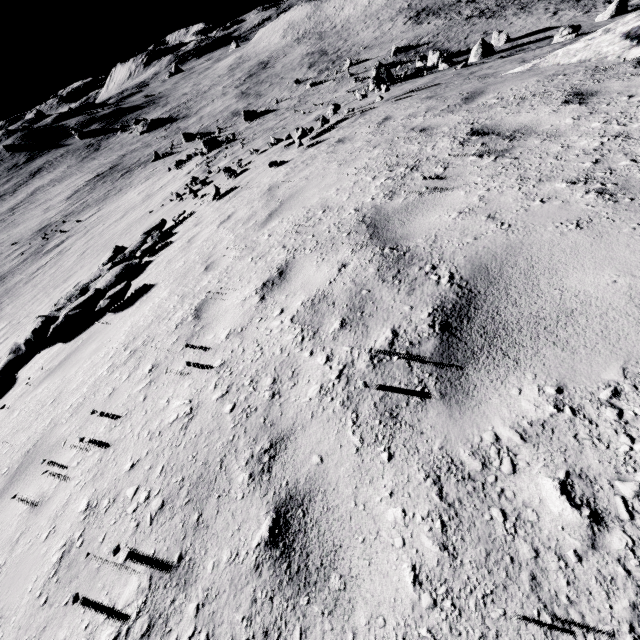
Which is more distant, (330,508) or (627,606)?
(330,508)

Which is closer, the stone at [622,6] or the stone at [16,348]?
the stone at [16,348]

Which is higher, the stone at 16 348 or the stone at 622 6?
the stone at 16 348

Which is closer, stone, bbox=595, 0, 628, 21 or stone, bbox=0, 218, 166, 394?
stone, bbox=0, 218, 166, 394

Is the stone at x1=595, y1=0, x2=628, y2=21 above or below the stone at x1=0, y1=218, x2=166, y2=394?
below
